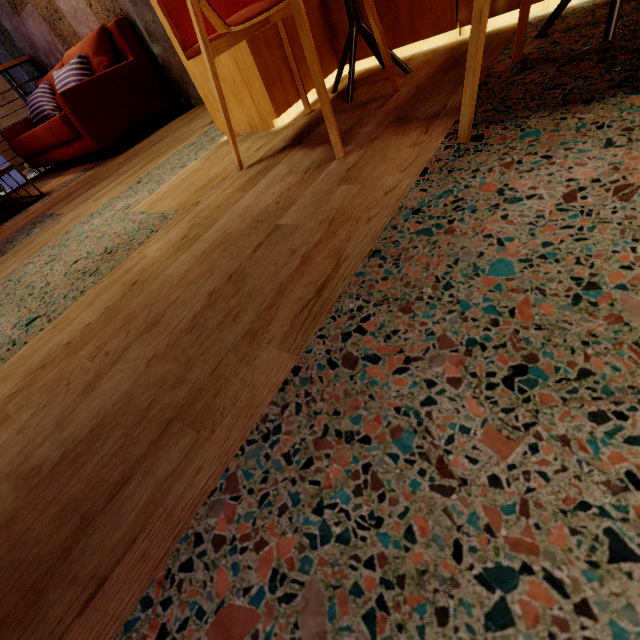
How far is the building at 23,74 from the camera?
4.6 meters

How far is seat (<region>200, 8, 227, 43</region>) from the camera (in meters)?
1.53

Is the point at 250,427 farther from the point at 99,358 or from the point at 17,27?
the point at 17,27

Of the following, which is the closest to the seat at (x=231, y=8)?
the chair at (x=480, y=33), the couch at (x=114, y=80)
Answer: the chair at (x=480, y=33)

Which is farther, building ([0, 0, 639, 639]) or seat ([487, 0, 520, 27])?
seat ([487, 0, 520, 27])

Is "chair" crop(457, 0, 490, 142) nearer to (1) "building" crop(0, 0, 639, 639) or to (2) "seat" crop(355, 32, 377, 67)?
(1) "building" crop(0, 0, 639, 639)

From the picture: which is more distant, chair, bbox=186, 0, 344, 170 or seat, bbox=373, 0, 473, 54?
seat, bbox=373, 0, 473, 54

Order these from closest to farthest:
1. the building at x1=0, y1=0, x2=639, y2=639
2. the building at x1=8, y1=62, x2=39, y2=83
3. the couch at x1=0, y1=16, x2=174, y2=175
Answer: the building at x1=0, y1=0, x2=639, y2=639
the couch at x1=0, y1=16, x2=174, y2=175
the building at x1=8, y1=62, x2=39, y2=83
